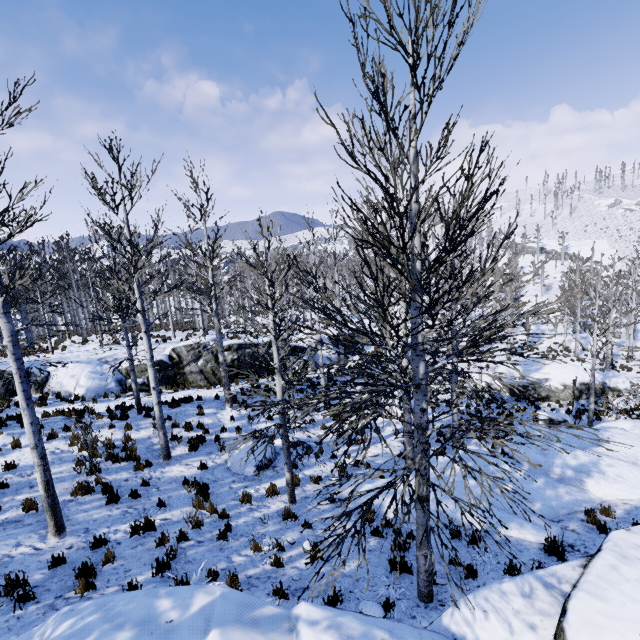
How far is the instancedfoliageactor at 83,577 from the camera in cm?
532

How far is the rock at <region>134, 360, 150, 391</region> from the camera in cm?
1786

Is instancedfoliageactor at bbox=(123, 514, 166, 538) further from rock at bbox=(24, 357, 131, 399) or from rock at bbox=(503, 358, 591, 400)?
rock at bbox=(503, 358, 591, 400)

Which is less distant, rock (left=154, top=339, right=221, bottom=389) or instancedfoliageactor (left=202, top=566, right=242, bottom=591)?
instancedfoliageactor (left=202, top=566, right=242, bottom=591)

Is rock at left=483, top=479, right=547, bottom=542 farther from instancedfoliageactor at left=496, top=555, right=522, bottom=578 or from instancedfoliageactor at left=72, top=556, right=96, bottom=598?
instancedfoliageactor at left=72, top=556, right=96, bottom=598

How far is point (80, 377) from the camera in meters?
16.8

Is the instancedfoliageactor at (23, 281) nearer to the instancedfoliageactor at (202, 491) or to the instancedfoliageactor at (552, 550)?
the instancedfoliageactor at (202, 491)

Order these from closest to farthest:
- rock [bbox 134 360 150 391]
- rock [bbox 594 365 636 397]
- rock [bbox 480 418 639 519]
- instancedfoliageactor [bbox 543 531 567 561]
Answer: instancedfoliageactor [bbox 543 531 567 561]
rock [bbox 480 418 639 519]
rock [bbox 134 360 150 391]
rock [bbox 594 365 636 397]
